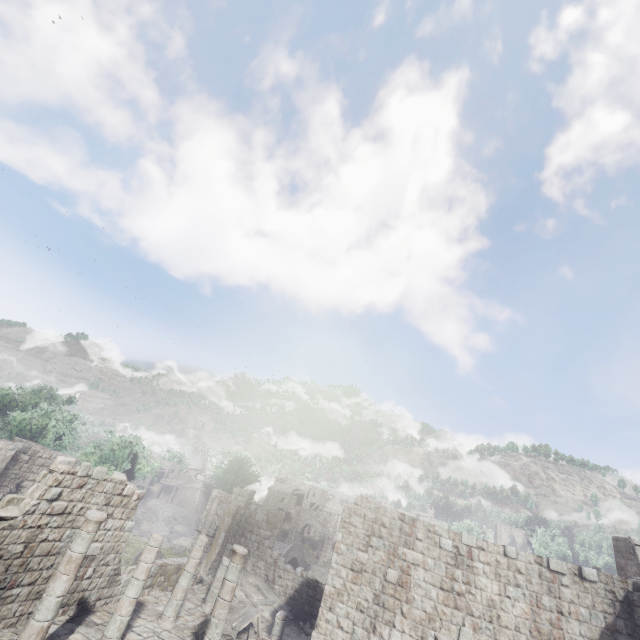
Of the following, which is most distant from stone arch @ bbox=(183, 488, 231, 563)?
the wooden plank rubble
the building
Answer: the wooden plank rubble

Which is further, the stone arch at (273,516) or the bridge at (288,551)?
the bridge at (288,551)

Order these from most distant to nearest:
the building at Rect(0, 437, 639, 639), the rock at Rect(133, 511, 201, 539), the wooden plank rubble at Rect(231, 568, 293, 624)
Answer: the rock at Rect(133, 511, 201, 539), the wooden plank rubble at Rect(231, 568, 293, 624), the building at Rect(0, 437, 639, 639)

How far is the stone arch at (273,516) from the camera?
31.00m

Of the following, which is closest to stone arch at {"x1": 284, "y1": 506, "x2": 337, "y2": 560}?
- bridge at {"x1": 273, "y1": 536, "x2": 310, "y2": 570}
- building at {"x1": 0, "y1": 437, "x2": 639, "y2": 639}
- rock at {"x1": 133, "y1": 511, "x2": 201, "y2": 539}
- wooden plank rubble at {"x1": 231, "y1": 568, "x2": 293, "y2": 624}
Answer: building at {"x1": 0, "y1": 437, "x2": 639, "y2": 639}

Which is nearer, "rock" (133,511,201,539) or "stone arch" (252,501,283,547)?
"stone arch" (252,501,283,547)

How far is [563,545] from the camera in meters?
59.1

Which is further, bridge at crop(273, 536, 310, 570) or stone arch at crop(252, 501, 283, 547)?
bridge at crop(273, 536, 310, 570)
